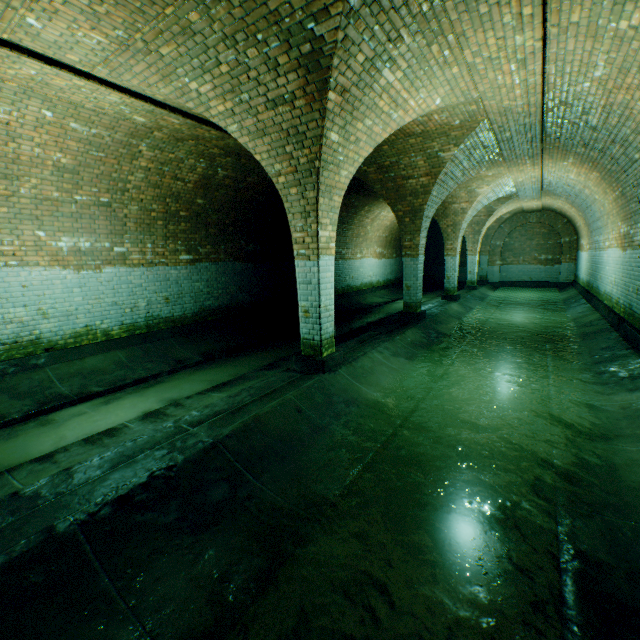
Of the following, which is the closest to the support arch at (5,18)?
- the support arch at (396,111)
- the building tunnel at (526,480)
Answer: the building tunnel at (526,480)

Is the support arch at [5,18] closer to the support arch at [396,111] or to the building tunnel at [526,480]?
the building tunnel at [526,480]

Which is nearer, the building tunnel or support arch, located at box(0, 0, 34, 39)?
the building tunnel

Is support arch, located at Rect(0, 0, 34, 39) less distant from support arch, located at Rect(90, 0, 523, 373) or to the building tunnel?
the building tunnel

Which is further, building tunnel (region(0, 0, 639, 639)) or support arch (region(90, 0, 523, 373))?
support arch (region(90, 0, 523, 373))

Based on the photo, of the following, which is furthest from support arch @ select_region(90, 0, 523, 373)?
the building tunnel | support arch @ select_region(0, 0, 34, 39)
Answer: support arch @ select_region(0, 0, 34, 39)

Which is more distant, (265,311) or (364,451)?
(265,311)
